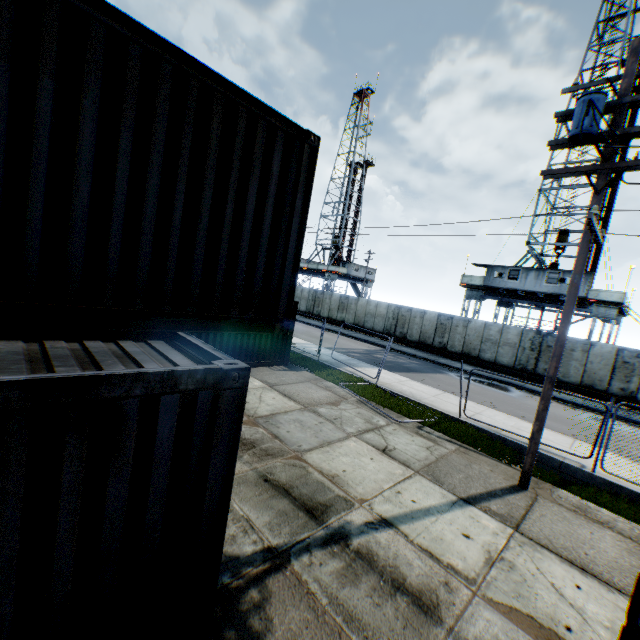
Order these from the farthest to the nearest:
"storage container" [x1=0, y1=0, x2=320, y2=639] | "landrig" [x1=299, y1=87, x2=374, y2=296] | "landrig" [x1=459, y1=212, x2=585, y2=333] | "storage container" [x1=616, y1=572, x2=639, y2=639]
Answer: "landrig" [x1=299, y1=87, x2=374, y2=296], "landrig" [x1=459, y1=212, x2=585, y2=333], "storage container" [x1=616, y1=572, x2=639, y2=639], "storage container" [x1=0, y1=0, x2=320, y2=639]

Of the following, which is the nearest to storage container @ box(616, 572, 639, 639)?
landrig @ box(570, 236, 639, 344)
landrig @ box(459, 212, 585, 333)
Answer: landrig @ box(570, 236, 639, 344)

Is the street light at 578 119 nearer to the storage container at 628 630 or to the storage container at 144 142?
the storage container at 628 630

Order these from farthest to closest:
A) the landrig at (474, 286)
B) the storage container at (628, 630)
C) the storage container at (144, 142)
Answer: the landrig at (474, 286) → the storage container at (628, 630) → the storage container at (144, 142)

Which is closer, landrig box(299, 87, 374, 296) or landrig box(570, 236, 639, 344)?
landrig box(570, 236, 639, 344)

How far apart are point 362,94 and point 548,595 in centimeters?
6144cm

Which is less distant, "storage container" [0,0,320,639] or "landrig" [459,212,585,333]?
"storage container" [0,0,320,639]

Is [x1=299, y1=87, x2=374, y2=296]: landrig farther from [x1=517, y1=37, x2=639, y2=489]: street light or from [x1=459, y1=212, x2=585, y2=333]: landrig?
[x1=517, y1=37, x2=639, y2=489]: street light
